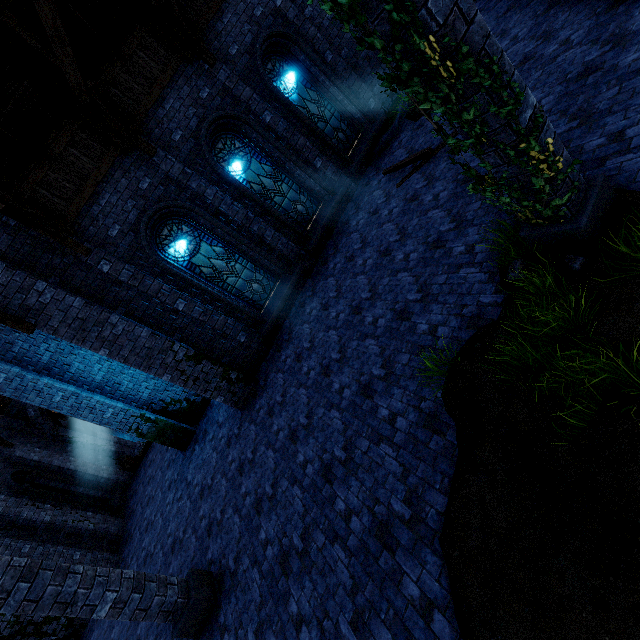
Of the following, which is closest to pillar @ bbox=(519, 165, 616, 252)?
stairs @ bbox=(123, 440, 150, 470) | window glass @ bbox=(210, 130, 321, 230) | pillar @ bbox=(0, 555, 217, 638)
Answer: window glass @ bbox=(210, 130, 321, 230)

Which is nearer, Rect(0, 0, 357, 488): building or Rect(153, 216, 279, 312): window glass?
Rect(0, 0, 357, 488): building

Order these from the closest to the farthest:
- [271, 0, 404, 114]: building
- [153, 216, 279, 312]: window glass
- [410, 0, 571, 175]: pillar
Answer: [410, 0, 571, 175]: pillar, [153, 216, 279, 312]: window glass, [271, 0, 404, 114]: building

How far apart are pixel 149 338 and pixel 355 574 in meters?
6.8

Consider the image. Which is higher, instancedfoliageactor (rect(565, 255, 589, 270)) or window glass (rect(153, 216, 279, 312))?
window glass (rect(153, 216, 279, 312))

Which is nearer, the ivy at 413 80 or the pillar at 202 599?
the ivy at 413 80

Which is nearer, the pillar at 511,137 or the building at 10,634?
the pillar at 511,137

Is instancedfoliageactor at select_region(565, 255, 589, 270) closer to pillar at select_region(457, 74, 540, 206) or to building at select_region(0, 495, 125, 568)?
pillar at select_region(457, 74, 540, 206)
